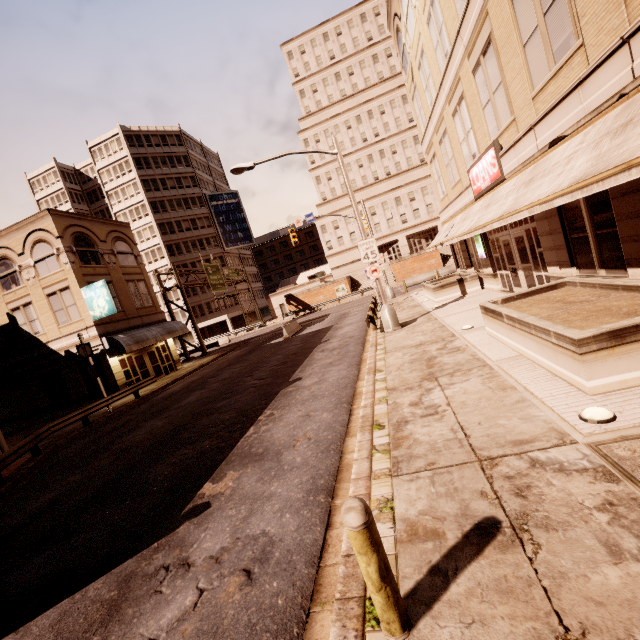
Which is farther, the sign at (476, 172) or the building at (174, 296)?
the building at (174, 296)

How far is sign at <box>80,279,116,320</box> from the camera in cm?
2128

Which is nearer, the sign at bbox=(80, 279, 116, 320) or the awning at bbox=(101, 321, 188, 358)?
the sign at bbox=(80, 279, 116, 320)

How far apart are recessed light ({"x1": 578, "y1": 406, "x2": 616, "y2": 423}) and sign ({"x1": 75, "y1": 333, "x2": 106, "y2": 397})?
21.1 meters

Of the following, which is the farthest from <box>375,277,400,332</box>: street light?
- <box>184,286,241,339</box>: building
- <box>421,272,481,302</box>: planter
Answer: <box>184,286,241,339</box>: building

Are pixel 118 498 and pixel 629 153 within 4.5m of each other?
no

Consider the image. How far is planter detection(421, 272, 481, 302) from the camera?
18.1m

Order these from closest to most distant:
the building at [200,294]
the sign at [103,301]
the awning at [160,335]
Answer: the sign at [103,301] < the awning at [160,335] < the building at [200,294]
